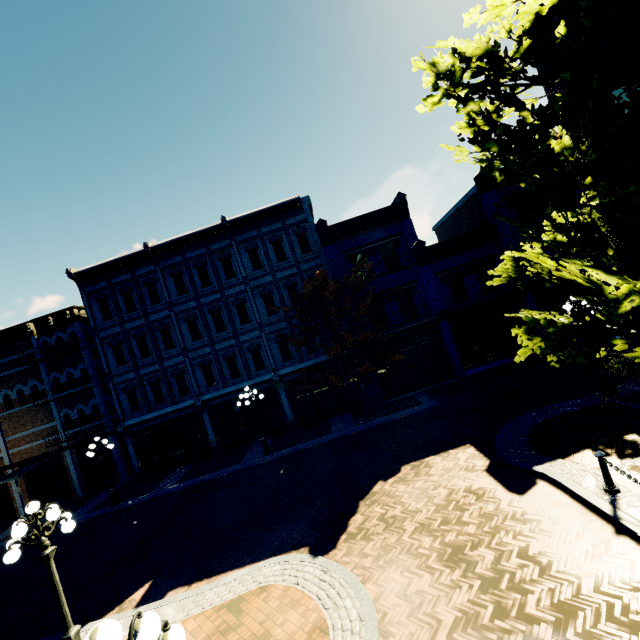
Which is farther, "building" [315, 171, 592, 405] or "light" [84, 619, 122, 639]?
"building" [315, 171, 592, 405]

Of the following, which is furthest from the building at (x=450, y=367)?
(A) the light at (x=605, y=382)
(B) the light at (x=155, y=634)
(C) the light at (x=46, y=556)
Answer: (B) the light at (x=155, y=634)

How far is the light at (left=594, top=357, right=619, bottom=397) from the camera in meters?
10.9

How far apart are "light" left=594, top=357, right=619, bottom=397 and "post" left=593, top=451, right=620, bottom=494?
5.3m

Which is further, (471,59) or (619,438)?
(619,438)

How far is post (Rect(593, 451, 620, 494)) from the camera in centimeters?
677cm

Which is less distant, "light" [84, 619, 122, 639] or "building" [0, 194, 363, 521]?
"light" [84, 619, 122, 639]

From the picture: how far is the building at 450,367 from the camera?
18.86m
